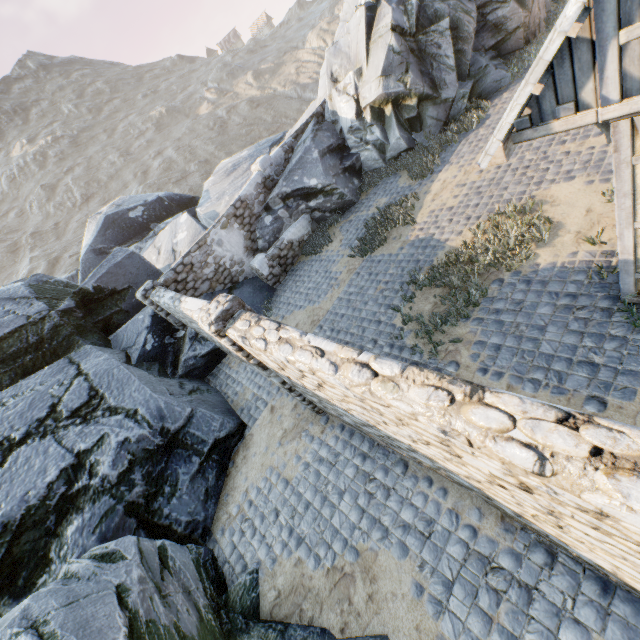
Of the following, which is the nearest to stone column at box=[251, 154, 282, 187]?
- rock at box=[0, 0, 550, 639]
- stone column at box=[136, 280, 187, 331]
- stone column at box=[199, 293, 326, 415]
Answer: rock at box=[0, 0, 550, 639]

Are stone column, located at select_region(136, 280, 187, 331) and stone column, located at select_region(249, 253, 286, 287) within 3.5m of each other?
yes

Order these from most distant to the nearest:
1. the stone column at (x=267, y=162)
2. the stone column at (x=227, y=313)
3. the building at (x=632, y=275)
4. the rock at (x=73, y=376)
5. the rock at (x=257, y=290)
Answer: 1. the stone column at (x=267, y=162)
2. the rock at (x=257, y=290)
3. the stone column at (x=227, y=313)
4. the rock at (x=73, y=376)
5. the building at (x=632, y=275)

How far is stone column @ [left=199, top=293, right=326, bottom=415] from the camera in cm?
514

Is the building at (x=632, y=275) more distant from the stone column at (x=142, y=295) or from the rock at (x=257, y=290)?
the stone column at (x=142, y=295)

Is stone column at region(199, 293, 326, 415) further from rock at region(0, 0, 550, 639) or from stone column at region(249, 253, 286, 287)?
stone column at region(249, 253, 286, 287)

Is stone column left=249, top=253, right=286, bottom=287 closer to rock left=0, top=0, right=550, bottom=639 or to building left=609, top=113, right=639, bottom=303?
rock left=0, top=0, right=550, bottom=639

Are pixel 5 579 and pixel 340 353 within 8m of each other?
yes
